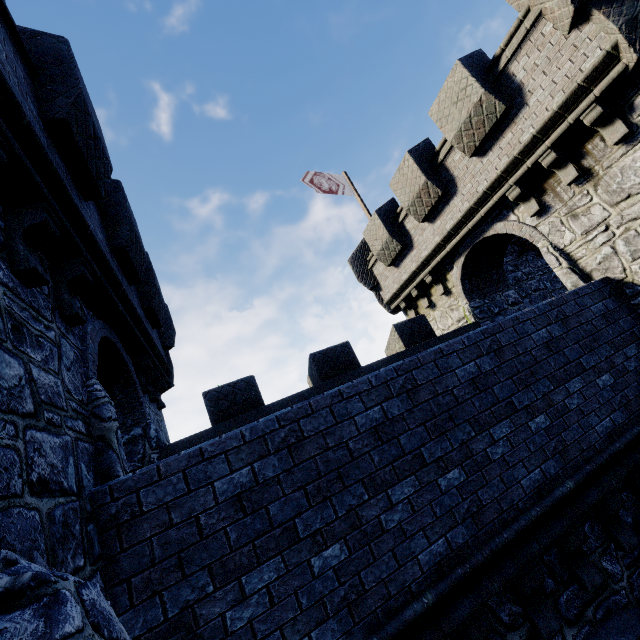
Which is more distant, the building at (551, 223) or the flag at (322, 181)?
the flag at (322, 181)

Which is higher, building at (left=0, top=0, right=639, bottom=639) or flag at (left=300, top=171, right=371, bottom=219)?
flag at (left=300, top=171, right=371, bottom=219)

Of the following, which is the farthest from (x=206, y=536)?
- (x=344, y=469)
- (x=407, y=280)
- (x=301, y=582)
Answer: (x=407, y=280)

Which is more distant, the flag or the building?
the flag

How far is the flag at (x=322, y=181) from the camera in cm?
1427

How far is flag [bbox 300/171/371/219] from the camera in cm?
1427
